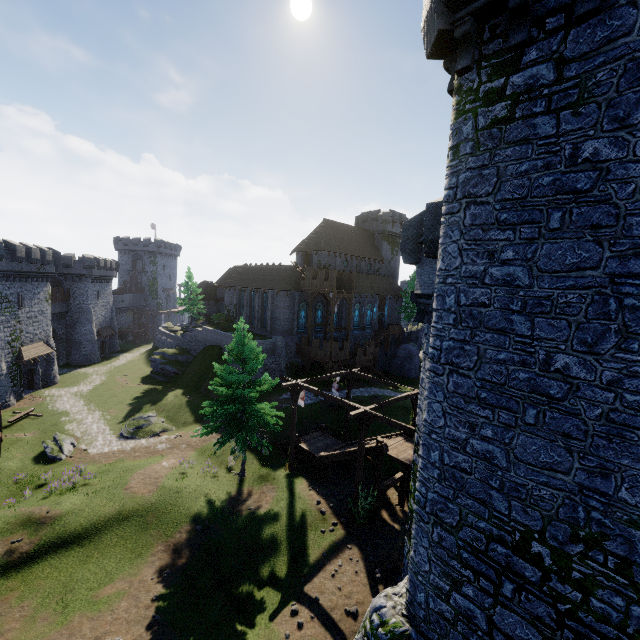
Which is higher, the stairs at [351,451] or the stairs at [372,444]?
the stairs at [372,444]

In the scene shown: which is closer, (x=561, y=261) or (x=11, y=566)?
(x=561, y=261)

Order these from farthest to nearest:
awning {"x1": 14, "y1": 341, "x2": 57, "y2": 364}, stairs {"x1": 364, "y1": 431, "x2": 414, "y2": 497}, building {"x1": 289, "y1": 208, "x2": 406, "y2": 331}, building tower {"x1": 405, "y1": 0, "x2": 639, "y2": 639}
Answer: building {"x1": 289, "y1": 208, "x2": 406, "y2": 331}
awning {"x1": 14, "y1": 341, "x2": 57, "y2": 364}
stairs {"x1": 364, "y1": 431, "x2": 414, "y2": 497}
building tower {"x1": 405, "y1": 0, "x2": 639, "y2": 639}

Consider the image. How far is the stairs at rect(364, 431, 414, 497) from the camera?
18.7m

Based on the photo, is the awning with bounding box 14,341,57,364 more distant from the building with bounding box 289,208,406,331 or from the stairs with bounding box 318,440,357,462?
the stairs with bounding box 318,440,357,462

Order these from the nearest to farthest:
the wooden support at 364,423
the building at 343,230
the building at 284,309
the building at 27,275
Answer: the wooden support at 364,423 → the building at 27,275 → the building at 284,309 → the building at 343,230

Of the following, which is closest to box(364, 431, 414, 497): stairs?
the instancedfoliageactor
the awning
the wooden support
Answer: the wooden support

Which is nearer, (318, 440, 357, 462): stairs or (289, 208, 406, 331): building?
(318, 440, 357, 462): stairs
